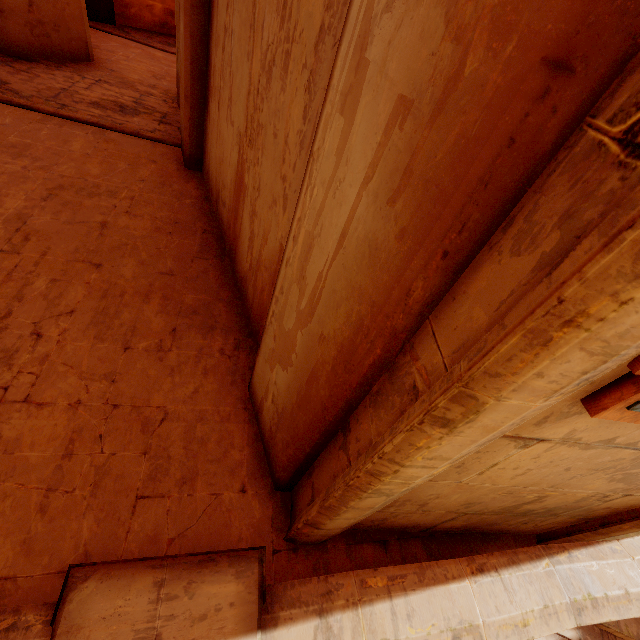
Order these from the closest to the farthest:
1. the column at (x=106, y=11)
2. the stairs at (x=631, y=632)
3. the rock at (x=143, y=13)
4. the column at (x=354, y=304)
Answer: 1. the column at (x=354, y=304)
2. the stairs at (x=631, y=632)
3. the column at (x=106, y=11)
4. the rock at (x=143, y=13)

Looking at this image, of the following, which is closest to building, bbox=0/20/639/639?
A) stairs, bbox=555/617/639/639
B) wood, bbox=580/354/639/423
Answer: stairs, bbox=555/617/639/639

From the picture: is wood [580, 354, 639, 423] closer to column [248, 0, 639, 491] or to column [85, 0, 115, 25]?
column [248, 0, 639, 491]

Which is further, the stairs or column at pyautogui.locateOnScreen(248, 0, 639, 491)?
the stairs

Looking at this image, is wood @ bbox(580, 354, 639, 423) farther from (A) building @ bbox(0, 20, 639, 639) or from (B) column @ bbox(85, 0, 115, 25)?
(B) column @ bbox(85, 0, 115, 25)

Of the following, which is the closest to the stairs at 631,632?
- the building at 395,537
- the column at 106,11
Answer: the building at 395,537

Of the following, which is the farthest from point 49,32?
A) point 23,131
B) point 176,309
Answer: point 176,309

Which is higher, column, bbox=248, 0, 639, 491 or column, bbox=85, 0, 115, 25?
column, bbox=248, 0, 639, 491
